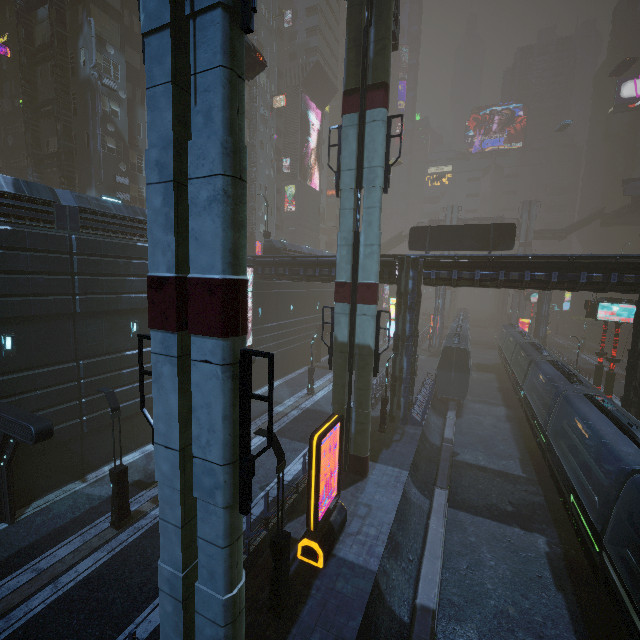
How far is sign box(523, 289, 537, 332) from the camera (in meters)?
51.09

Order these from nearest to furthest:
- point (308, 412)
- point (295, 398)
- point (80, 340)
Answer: point (80, 340), point (308, 412), point (295, 398)

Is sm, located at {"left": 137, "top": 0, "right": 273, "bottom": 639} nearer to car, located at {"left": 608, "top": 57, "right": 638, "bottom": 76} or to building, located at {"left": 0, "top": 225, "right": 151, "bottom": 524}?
building, located at {"left": 0, "top": 225, "right": 151, "bottom": 524}

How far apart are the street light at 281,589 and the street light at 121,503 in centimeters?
668cm

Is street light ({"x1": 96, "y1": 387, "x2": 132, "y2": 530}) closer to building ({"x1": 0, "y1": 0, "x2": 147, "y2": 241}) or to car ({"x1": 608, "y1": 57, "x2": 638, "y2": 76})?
building ({"x1": 0, "y1": 0, "x2": 147, "y2": 241})

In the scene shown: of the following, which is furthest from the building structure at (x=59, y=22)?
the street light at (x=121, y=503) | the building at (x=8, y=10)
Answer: the street light at (x=121, y=503)

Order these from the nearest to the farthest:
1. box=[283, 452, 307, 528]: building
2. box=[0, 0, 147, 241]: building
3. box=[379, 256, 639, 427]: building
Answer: box=[283, 452, 307, 528]: building
box=[0, 0, 147, 241]: building
box=[379, 256, 639, 427]: building

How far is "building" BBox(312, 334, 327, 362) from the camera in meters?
39.6
